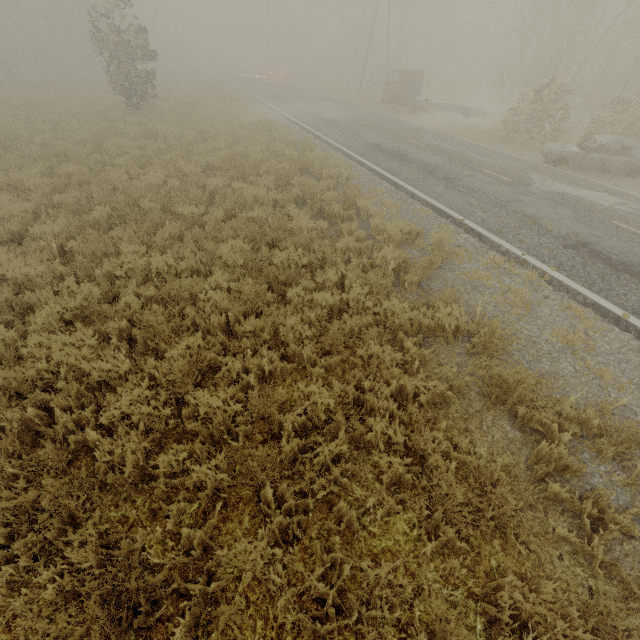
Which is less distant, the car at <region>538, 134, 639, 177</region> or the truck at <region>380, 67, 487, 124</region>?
the car at <region>538, 134, 639, 177</region>

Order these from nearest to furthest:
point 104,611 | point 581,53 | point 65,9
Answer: point 104,611, point 581,53, point 65,9

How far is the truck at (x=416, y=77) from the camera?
21.5m

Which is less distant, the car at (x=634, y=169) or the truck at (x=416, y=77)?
the car at (x=634, y=169)

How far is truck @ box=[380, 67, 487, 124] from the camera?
21.5 meters
